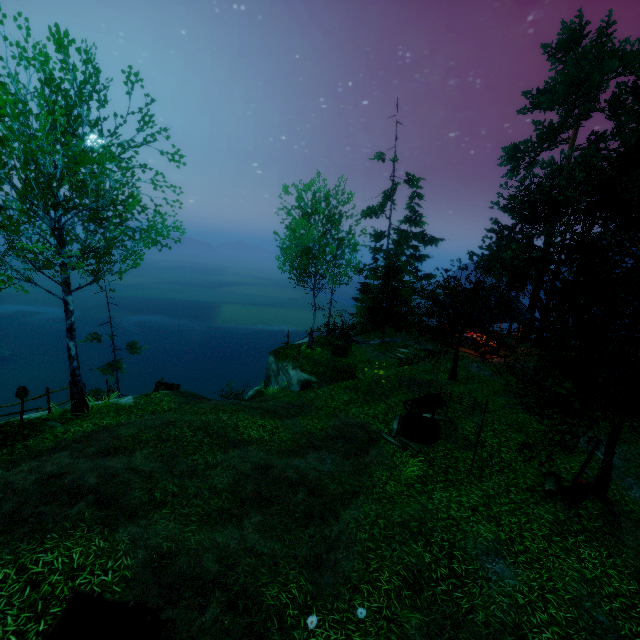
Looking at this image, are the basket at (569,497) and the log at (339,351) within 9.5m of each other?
no

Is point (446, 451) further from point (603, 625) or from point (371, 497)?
point (603, 625)

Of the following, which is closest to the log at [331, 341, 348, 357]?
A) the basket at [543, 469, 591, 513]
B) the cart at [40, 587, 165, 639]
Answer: the basket at [543, 469, 591, 513]

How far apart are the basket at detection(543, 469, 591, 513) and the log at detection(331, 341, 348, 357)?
12.3m

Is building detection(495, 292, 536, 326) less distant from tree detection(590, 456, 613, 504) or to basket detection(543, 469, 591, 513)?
tree detection(590, 456, 613, 504)

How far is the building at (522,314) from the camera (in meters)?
21.22

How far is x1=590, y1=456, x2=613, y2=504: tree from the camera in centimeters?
1014cm

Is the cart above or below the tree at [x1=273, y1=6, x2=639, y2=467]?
below
